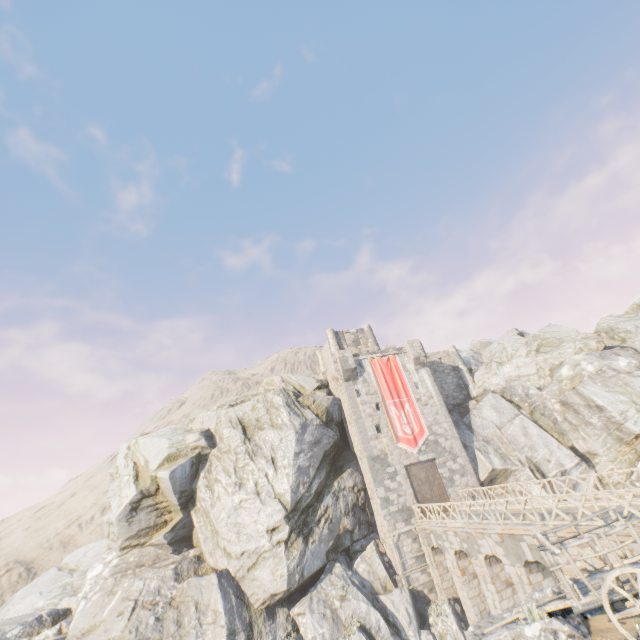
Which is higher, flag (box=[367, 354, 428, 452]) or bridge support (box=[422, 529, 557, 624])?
flag (box=[367, 354, 428, 452])

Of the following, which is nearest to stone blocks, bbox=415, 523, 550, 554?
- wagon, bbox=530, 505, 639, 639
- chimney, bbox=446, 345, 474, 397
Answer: wagon, bbox=530, 505, 639, 639

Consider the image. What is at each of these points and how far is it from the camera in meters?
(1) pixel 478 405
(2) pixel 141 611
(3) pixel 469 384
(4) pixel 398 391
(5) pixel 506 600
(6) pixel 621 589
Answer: (1) rock, 32.1
(2) rock, 19.2
(3) chimney, 34.6
(4) flag, 29.5
(5) bridge support, 17.2
(6) wagon, 5.9

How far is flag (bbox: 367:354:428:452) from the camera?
27.4 meters

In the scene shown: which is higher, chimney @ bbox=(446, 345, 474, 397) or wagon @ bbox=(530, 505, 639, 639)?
chimney @ bbox=(446, 345, 474, 397)

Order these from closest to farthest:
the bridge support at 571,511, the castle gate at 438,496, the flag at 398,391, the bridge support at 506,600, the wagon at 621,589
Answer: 1. the wagon at 621,589
2. the bridge support at 571,511
3. the bridge support at 506,600
4. the castle gate at 438,496
5. the flag at 398,391

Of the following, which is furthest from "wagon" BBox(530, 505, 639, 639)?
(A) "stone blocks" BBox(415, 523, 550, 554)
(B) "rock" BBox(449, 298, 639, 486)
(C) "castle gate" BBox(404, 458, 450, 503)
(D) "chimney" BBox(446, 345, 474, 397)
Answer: (D) "chimney" BBox(446, 345, 474, 397)

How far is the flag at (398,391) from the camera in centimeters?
2738cm
